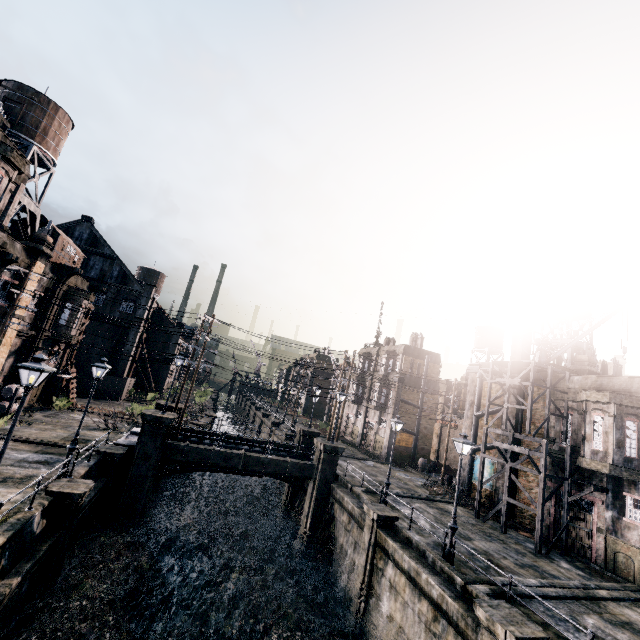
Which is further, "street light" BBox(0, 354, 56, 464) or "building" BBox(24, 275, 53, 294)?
"building" BBox(24, 275, 53, 294)

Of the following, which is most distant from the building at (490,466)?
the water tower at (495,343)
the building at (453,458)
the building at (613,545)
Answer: the water tower at (495,343)

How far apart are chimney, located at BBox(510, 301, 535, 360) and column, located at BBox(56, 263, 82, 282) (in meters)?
36.59

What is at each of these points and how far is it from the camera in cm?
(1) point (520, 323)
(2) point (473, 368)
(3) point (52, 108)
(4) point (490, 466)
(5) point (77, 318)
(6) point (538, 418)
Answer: (1) chimney, 2770
(2) column, 3123
(3) water tower, 2277
(4) building, 2722
(5) building, 2942
(6) building, 2472

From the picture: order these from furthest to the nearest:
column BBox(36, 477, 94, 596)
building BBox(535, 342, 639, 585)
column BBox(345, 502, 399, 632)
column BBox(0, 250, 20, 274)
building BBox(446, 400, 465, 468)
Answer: building BBox(446, 400, 465, 468)
column BBox(0, 250, 20, 274)
building BBox(535, 342, 639, 585)
column BBox(345, 502, 399, 632)
column BBox(36, 477, 94, 596)

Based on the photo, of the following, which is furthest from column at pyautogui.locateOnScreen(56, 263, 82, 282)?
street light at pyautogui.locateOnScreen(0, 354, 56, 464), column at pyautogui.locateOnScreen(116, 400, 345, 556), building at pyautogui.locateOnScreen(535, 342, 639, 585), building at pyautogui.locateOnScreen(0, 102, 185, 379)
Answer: building at pyautogui.locateOnScreen(535, 342, 639, 585)

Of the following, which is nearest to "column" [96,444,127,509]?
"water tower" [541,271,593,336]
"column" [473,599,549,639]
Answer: "column" [473,599,549,639]

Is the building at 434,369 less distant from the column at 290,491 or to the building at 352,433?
the building at 352,433
